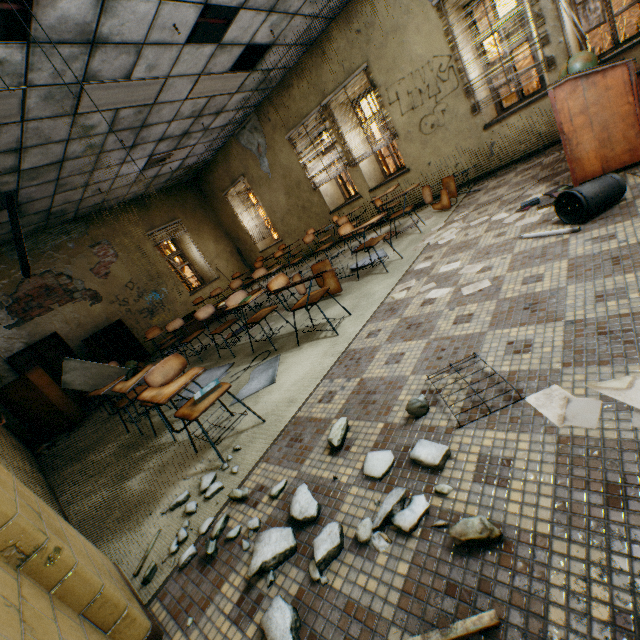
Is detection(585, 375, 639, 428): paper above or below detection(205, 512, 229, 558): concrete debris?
below

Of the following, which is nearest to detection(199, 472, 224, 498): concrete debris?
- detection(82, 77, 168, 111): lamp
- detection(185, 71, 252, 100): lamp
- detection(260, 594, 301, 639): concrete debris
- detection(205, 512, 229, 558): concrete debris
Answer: detection(205, 512, 229, 558): concrete debris

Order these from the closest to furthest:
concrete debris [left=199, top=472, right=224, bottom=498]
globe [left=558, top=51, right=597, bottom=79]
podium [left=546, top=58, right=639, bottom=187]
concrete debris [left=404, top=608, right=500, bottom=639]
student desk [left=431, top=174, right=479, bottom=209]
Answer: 1. concrete debris [left=404, top=608, right=500, bottom=639]
2. concrete debris [left=199, top=472, right=224, bottom=498]
3. podium [left=546, top=58, right=639, bottom=187]
4. globe [left=558, top=51, right=597, bottom=79]
5. student desk [left=431, top=174, right=479, bottom=209]

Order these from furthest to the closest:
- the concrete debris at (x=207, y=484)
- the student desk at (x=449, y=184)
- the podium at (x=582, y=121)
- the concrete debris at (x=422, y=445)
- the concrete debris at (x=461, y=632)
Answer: the student desk at (x=449, y=184) < the podium at (x=582, y=121) < the concrete debris at (x=207, y=484) < the concrete debris at (x=422, y=445) < the concrete debris at (x=461, y=632)

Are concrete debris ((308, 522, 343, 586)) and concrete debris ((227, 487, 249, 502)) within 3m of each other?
yes

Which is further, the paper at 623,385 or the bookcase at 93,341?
the bookcase at 93,341

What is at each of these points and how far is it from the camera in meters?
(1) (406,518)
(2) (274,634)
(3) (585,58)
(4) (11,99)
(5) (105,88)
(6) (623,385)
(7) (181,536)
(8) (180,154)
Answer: (1) concrete debris, 1.2 m
(2) concrete debris, 1.1 m
(3) globe, 3.5 m
(4) lamp, 3.8 m
(5) lamp, 4.5 m
(6) paper, 1.3 m
(7) concrete debris, 1.8 m
(8) lamp, 8.2 m

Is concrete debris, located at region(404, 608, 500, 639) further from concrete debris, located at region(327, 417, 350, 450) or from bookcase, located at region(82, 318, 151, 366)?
bookcase, located at region(82, 318, 151, 366)
